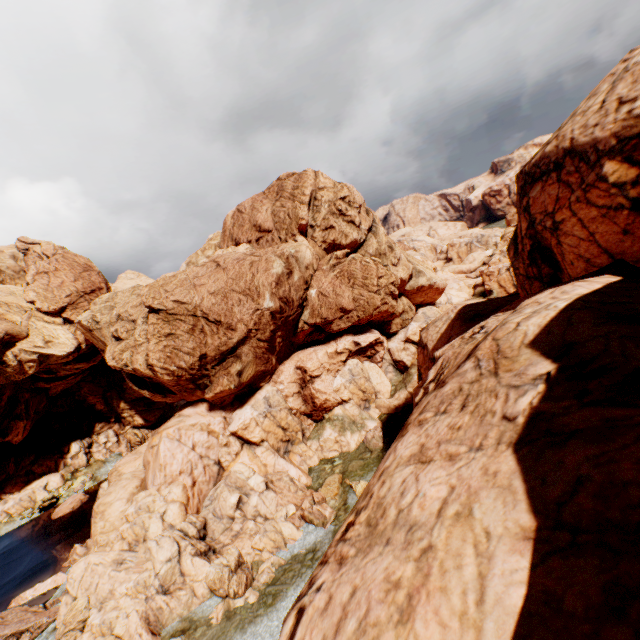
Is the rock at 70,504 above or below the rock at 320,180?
below

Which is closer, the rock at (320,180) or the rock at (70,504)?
the rock at (320,180)

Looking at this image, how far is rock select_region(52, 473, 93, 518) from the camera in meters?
44.4 m

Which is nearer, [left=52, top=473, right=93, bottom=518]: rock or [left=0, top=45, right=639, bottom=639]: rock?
[left=0, top=45, right=639, bottom=639]: rock

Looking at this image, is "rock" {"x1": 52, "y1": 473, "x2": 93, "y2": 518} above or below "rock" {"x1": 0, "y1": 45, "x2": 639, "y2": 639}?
below

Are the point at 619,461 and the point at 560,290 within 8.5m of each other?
yes
